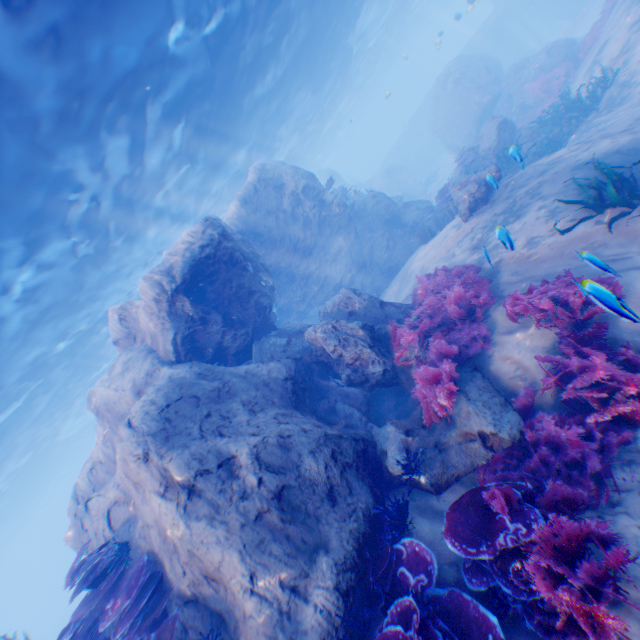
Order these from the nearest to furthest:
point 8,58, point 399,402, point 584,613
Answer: point 584,613 < point 8,58 < point 399,402

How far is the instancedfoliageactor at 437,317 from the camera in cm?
565

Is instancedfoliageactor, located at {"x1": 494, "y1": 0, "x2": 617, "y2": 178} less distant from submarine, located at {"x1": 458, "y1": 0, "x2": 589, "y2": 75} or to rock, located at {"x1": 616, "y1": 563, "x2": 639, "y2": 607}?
rock, located at {"x1": 616, "y1": 563, "x2": 639, "y2": 607}

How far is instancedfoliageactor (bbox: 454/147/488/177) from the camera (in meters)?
14.67

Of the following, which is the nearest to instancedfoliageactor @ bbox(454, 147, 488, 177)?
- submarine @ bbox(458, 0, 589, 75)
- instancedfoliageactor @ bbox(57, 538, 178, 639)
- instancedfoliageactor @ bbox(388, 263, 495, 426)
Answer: submarine @ bbox(458, 0, 589, 75)

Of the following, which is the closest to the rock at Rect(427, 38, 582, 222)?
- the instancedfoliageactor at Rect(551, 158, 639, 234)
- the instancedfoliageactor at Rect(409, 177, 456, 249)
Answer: the instancedfoliageactor at Rect(409, 177, 456, 249)

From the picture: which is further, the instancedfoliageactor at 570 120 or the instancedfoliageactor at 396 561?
the instancedfoliageactor at 570 120

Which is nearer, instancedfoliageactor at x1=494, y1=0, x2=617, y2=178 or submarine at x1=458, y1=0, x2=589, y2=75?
instancedfoliageactor at x1=494, y1=0, x2=617, y2=178
